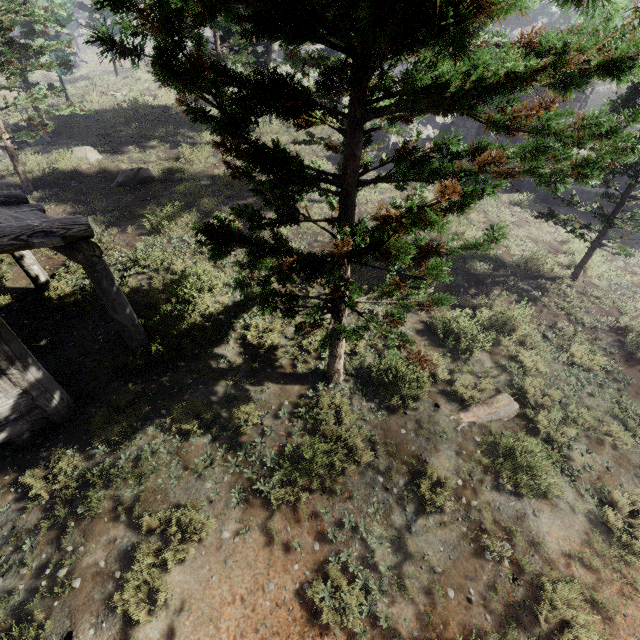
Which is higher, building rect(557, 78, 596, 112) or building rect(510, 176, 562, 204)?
building rect(557, 78, 596, 112)

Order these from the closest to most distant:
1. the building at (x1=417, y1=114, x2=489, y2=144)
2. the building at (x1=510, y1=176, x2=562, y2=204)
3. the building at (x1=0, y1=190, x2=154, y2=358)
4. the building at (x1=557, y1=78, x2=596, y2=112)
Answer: the building at (x1=0, y1=190, x2=154, y2=358)
the building at (x1=557, y1=78, x2=596, y2=112)
the building at (x1=510, y1=176, x2=562, y2=204)
the building at (x1=417, y1=114, x2=489, y2=144)

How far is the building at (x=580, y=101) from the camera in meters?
15.6

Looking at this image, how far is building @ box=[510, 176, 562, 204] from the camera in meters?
17.5

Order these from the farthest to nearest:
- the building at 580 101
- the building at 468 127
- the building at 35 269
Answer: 1. the building at 468 127
2. the building at 580 101
3. the building at 35 269

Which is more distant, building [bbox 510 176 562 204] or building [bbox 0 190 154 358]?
building [bbox 510 176 562 204]

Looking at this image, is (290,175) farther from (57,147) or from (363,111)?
(57,147)
